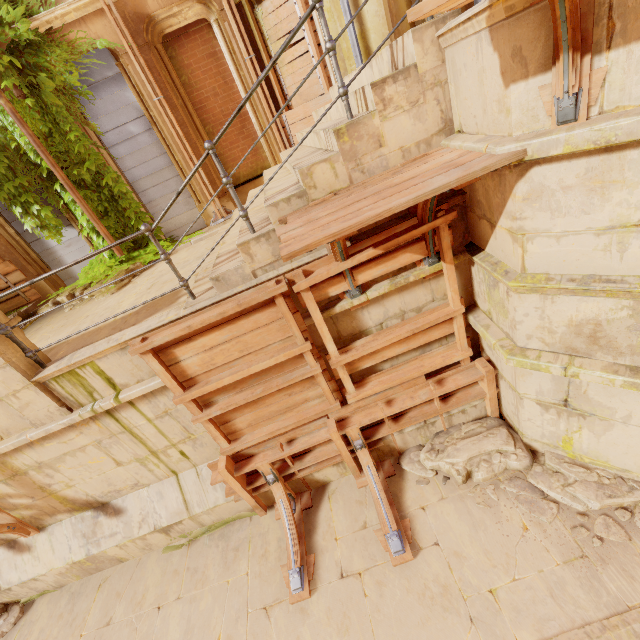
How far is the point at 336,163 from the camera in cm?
337

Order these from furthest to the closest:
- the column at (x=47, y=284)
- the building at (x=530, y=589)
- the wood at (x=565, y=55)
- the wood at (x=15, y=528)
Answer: the column at (x=47, y=284) → the wood at (x=15, y=528) → the building at (x=530, y=589) → the wood at (x=565, y=55)

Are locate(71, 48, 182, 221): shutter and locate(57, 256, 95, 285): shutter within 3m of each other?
yes

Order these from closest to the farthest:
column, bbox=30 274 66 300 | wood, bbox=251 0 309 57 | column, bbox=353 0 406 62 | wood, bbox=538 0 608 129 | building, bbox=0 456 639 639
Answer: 1. wood, bbox=538 0 608 129
2. building, bbox=0 456 639 639
3. column, bbox=353 0 406 62
4. wood, bbox=251 0 309 57
5. column, bbox=30 274 66 300

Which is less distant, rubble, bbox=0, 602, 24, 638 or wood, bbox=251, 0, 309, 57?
rubble, bbox=0, 602, 24, 638

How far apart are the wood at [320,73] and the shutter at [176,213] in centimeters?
274cm

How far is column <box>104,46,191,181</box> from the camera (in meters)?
6.78

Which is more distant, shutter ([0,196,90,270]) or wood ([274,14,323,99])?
shutter ([0,196,90,270])
